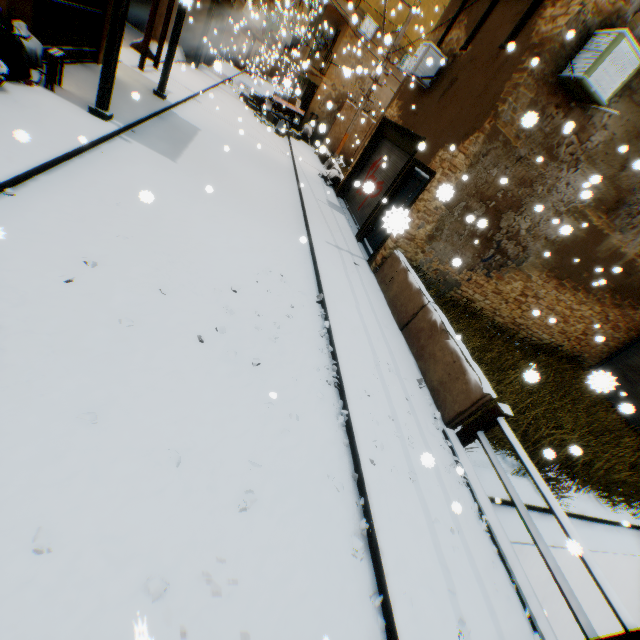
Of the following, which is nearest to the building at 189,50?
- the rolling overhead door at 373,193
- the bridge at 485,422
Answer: the rolling overhead door at 373,193

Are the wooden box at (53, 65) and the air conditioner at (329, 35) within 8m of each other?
no

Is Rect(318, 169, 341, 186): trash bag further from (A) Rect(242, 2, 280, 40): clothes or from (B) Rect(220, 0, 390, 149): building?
(A) Rect(242, 2, 280, 40): clothes

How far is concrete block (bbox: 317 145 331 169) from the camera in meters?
6.1 m

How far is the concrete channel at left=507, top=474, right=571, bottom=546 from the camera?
5.7 meters

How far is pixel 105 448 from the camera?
2.6 meters

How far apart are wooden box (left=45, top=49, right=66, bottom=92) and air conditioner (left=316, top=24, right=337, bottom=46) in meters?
20.8

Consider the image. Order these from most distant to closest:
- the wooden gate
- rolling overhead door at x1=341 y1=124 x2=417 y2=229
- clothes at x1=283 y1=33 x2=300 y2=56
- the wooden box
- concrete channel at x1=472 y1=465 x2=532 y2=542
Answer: clothes at x1=283 y1=33 x2=300 y2=56, rolling overhead door at x1=341 y1=124 x2=417 y2=229, the wooden gate, the wooden box, concrete channel at x1=472 y1=465 x2=532 y2=542
